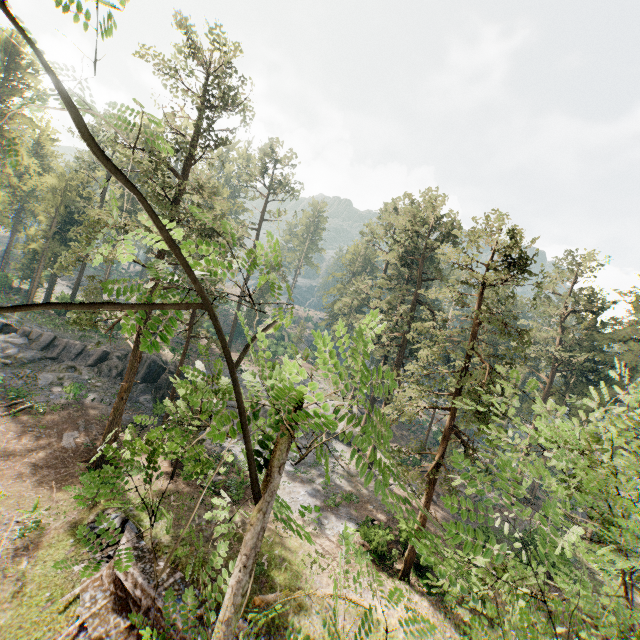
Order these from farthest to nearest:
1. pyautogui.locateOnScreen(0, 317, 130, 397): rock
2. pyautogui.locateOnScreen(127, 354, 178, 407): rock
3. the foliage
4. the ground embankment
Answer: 1. pyautogui.locateOnScreen(127, 354, 178, 407): rock
2. pyautogui.locateOnScreen(0, 317, 130, 397): rock
3. the ground embankment
4. the foliage

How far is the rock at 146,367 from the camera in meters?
33.7 m

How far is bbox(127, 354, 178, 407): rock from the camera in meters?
33.7

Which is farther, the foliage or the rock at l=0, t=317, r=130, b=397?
the rock at l=0, t=317, r=130, b=397

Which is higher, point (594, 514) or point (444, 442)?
point (594, 514)

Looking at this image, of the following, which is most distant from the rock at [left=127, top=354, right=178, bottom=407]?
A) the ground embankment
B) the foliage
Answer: the ground embankment

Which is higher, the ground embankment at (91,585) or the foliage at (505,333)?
the foliage at (505,333)

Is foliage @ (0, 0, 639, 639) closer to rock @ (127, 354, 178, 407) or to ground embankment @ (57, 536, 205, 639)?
rock @ (127, 354, 178, 407)
